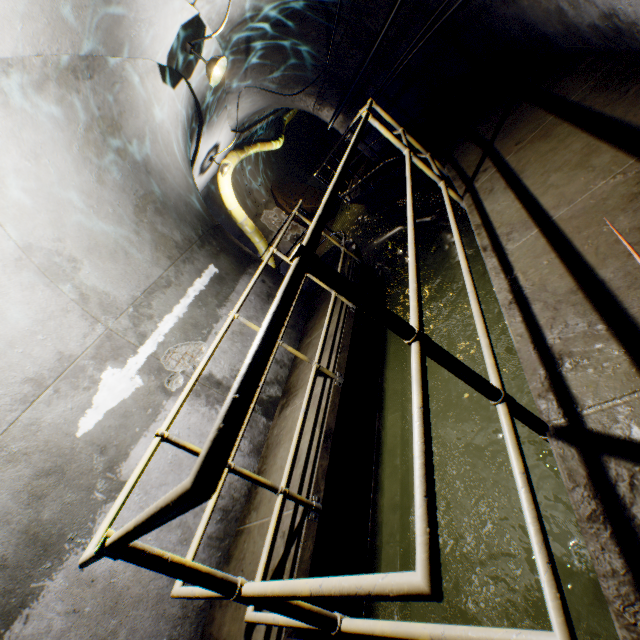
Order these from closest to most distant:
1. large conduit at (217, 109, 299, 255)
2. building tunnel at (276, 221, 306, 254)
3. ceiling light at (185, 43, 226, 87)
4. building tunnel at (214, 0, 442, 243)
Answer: ceiling light at (185, 43, 226, 87) → building tunnel at (214, 0, 442, 243) → large conduit at (217, 109, 299, 255) → building tunnel at (276, 221, 306, 254)

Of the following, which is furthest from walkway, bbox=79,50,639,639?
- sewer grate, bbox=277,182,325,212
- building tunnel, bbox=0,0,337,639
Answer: sewer grate, bbox=277,182,325,212

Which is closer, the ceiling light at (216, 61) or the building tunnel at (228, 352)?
the building tunnel at (228, 352)

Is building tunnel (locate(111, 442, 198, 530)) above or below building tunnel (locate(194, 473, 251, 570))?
above

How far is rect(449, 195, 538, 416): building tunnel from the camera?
2.6m

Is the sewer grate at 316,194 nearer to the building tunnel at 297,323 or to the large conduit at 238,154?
the building tunnel at 297,323

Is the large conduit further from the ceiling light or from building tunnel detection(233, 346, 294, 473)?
the ceiling light

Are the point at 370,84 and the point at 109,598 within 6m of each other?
no
